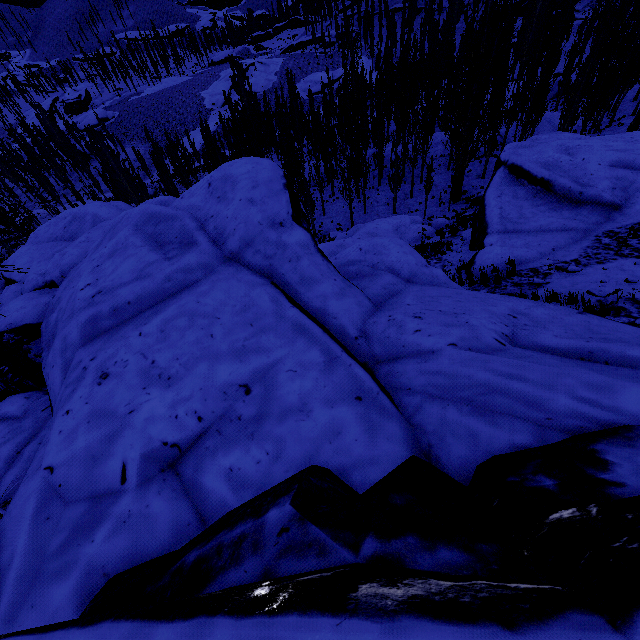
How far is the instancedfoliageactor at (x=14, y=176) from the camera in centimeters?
5406cm

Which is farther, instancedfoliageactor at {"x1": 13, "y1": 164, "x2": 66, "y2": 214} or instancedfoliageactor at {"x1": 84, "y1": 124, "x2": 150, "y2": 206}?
instancedfoliageactor at {"x1": 13, "y1": 164, "x2": 66, "y2": 214}

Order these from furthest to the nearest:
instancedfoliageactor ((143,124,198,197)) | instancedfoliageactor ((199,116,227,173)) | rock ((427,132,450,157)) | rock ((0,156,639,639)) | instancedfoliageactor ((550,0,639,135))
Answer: rock ((427,132,450,157)) → instancedfoliageactor ((199,116,227,173)) → instancedfoliageactor ((143,124,198,197)) → instancedfoliageactor ((550,0,639,135)) → rock ((0,156,639,639))

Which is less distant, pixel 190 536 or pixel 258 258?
pixel 190 536

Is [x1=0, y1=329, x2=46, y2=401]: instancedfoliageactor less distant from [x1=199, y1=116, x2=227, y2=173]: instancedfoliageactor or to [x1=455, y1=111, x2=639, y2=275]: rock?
[x1=455, y1=111, x2=639, y2=275]: rock

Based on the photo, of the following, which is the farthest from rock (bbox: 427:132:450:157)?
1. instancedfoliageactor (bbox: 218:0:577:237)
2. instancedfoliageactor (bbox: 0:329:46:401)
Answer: instancedfoliageactor (bbox: 0:329:46:401)

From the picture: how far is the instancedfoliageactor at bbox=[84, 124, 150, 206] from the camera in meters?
40.3
